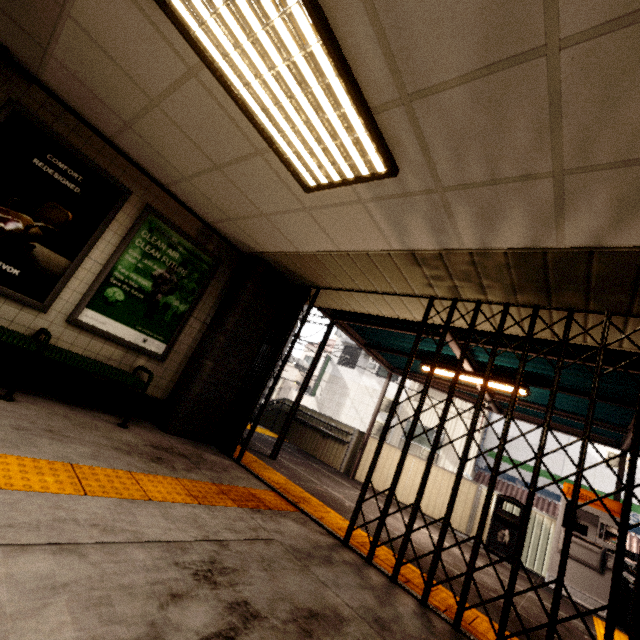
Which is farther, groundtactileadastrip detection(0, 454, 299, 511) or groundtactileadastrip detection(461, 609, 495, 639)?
groundtactileadastrip detection(461, 609, 495, 639)

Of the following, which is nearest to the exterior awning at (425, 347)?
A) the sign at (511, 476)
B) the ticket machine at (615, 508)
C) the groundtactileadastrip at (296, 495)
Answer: the ticket machine at (615, 508)

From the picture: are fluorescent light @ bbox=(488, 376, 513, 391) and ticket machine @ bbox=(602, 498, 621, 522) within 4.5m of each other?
yes

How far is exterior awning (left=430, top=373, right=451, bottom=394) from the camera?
7.98m

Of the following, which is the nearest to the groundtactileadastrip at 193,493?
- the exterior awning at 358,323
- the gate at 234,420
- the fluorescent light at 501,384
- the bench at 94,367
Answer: the gate at 234,420

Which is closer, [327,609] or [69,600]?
[69,600]

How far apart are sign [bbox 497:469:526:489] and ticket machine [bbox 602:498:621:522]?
8.4m

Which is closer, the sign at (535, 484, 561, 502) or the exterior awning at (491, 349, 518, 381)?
the exterior awning at (491, 349, 518, 381)
